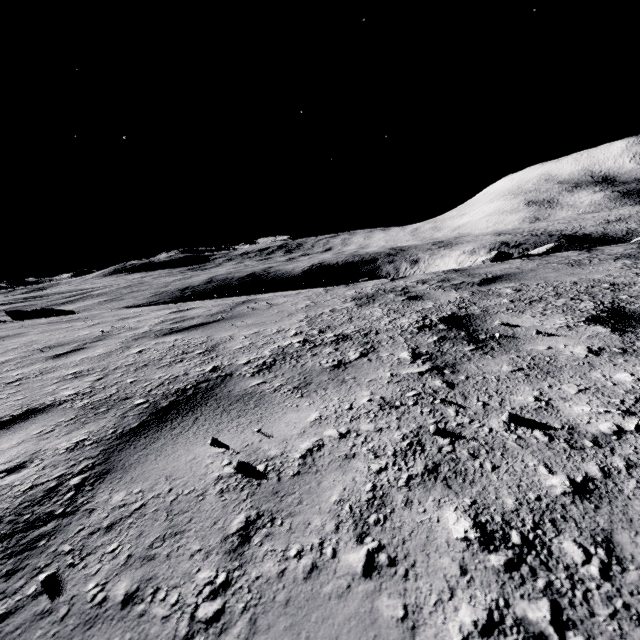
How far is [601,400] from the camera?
1.3 meters

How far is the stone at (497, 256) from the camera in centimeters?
1068cm

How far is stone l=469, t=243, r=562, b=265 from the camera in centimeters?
1068cm
